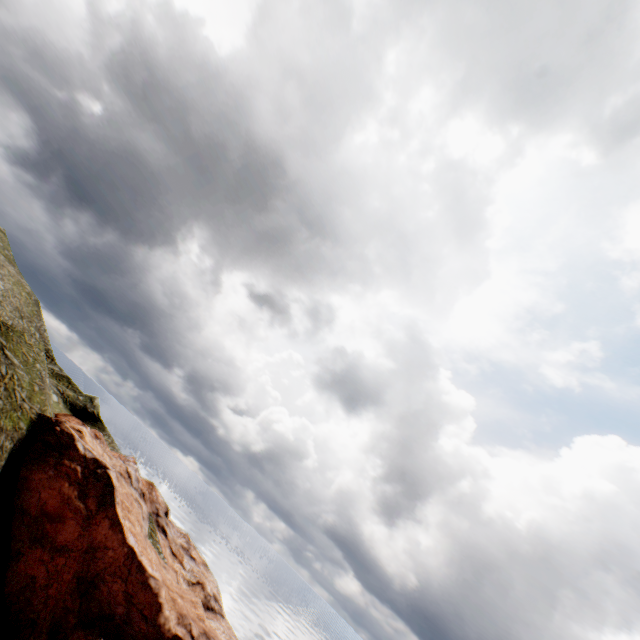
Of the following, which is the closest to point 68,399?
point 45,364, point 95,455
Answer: point 45,364
